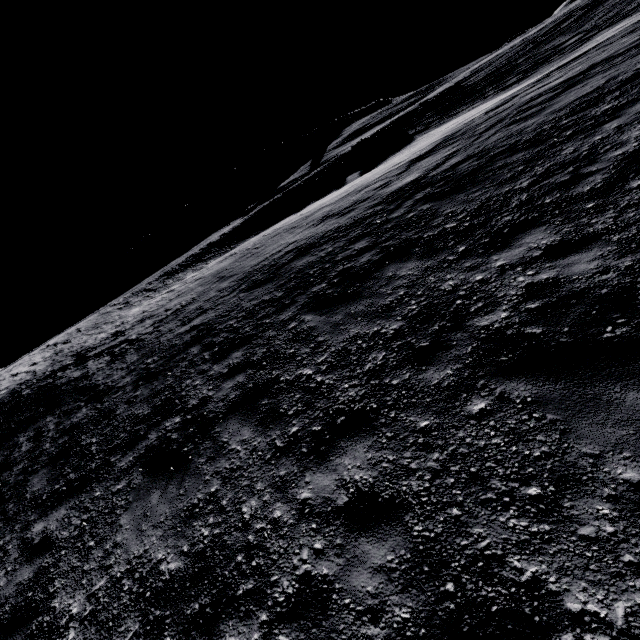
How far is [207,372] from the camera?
Result: 7.1 meters
